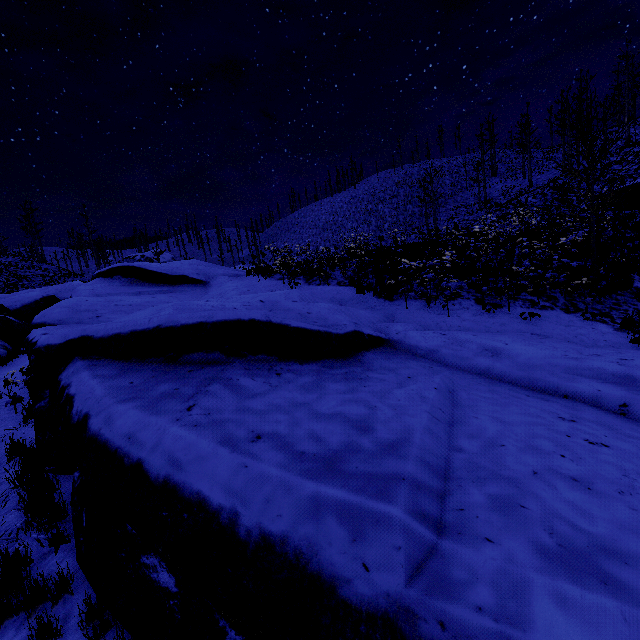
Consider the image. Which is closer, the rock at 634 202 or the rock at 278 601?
the rock at 278 601

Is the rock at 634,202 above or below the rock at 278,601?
above

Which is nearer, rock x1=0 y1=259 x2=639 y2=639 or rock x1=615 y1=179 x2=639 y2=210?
rock x1=0 y1=259 x2=639 y2=639

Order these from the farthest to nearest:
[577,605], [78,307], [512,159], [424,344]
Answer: [512,159] → [78,307] → [424,344] → [577,605]

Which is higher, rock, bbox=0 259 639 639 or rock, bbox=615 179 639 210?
rock, bbox=615 179 639 210
